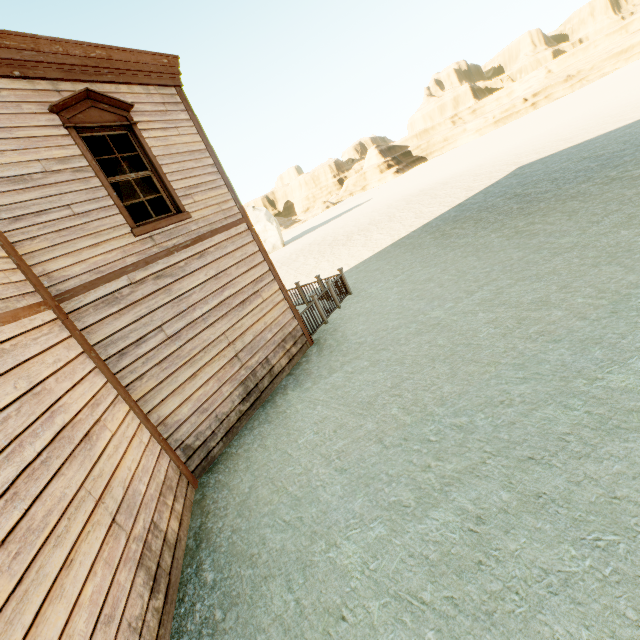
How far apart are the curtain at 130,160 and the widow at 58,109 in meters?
0.0 m

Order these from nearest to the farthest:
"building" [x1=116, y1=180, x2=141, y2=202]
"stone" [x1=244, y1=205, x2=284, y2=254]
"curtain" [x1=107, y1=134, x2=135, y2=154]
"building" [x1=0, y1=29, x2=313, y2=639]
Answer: "building" [x1=0, y1=29, x2=313, y2=639]
"curtain" [x1=107, y1=134, x2=135, y2=154]
"building" [x1=116, y1=180, x2=141, y2=202]
"stone" [x1=244, y1=205, x2=284, y2=254]

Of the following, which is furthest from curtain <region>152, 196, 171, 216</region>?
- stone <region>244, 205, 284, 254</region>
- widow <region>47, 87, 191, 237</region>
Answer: stone <region>244, 205, 284, 254</region>

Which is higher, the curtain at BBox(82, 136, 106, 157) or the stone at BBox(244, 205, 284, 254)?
the curtain at BBox(82, 136, 106, 157)

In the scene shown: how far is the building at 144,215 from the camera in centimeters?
854cm

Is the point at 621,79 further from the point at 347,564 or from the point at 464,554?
the point at 347,564

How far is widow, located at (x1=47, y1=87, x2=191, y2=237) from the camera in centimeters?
504cm

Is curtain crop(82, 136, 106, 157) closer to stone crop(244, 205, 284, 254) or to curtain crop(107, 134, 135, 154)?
curtain crop(107, 134, 135, 154)
